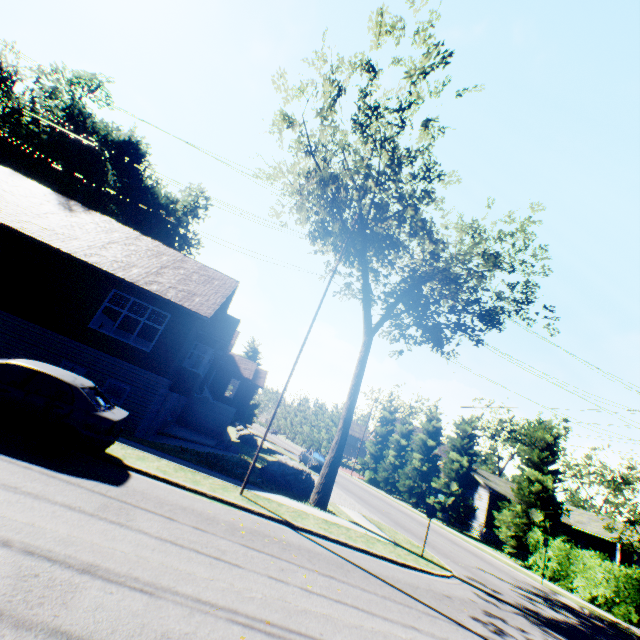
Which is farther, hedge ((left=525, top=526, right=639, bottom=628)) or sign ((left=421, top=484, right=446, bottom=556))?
hedge ((left=525, top=526, right=639, bottom=628))

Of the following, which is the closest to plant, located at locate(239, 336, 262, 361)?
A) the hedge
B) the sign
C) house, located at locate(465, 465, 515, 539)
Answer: house, located at locate(465, 465, 515, 539)

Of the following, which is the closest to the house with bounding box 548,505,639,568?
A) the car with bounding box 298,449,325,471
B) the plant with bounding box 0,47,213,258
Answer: the car with bounding box 298,449,325,471

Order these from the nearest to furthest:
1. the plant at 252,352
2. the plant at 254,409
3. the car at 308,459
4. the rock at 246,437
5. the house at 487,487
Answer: the car at 308,459
the house at 487,487
the rock at 246,437
the plant at 254,409
the plant at 252,352

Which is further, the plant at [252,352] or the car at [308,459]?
the plant at [252,352]

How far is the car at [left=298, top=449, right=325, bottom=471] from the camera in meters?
28.6 m

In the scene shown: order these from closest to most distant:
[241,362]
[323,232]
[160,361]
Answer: [160,361] → [323,232] → [241,362]

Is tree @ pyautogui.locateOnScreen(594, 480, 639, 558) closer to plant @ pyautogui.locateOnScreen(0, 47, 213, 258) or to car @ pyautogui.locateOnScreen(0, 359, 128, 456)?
plant @ pyautogui.locateOnScreen(0, 47, 213, 258)
